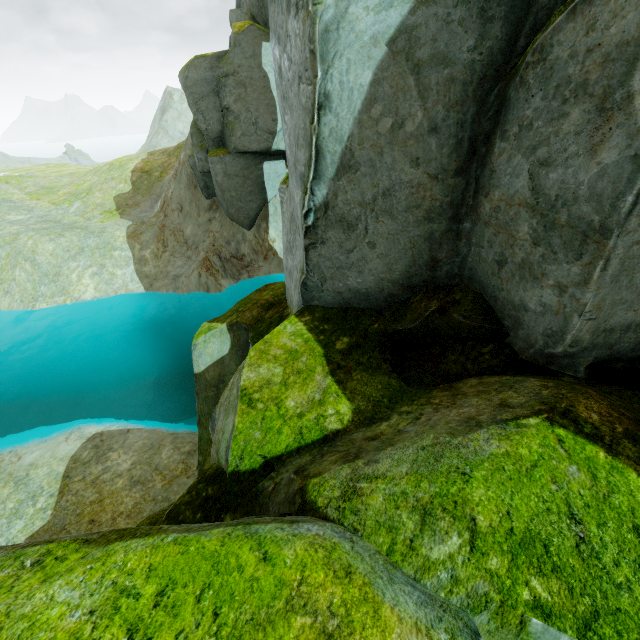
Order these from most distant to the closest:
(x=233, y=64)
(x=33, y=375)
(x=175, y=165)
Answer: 1. (x=175, y=165)
2. (x=33, y=375)
3. (x=233, y=64)
